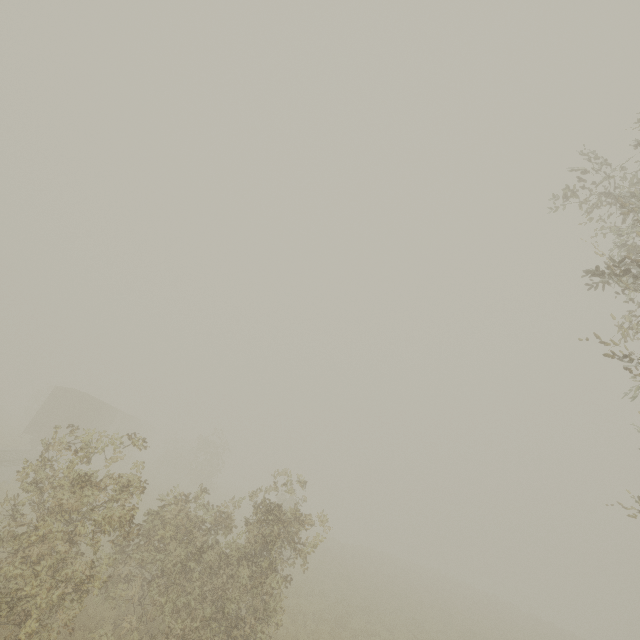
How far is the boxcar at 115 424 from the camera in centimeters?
2384cm

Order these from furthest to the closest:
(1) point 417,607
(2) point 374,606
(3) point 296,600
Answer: (1) point 417,607, (2) point 374,606, (3) point 296,600

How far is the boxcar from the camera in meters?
23.8
